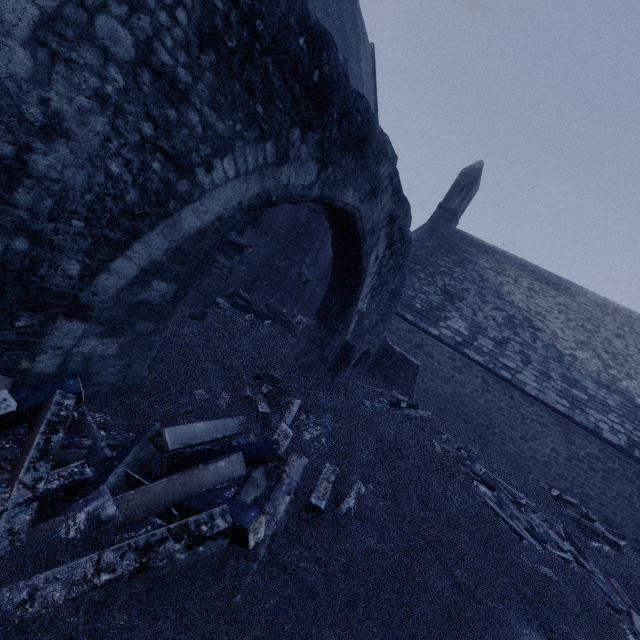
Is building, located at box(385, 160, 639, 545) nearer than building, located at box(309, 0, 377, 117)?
No

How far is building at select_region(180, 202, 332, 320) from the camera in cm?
755

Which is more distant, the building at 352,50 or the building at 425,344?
the building at 425,344

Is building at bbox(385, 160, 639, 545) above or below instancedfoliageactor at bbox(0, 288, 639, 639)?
above

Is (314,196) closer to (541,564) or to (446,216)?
(541,564)

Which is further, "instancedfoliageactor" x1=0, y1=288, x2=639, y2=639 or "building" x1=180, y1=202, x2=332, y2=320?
"building" x1=180, y1=202, x2=332, y2=320

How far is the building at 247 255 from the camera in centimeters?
755cm
